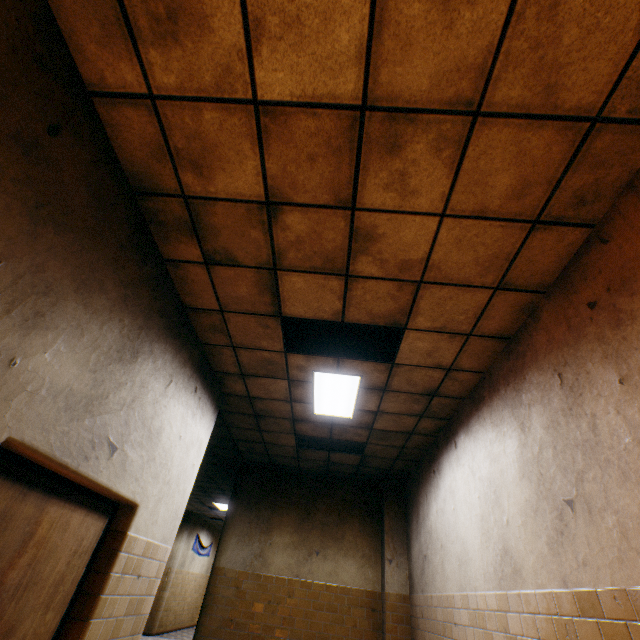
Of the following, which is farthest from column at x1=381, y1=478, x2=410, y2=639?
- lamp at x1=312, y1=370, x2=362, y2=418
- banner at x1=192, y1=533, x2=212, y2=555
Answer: banner at x1=192, y1=533, x2=212, y2=555

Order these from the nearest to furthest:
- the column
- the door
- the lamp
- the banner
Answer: the door
the lamp
the column
the banner

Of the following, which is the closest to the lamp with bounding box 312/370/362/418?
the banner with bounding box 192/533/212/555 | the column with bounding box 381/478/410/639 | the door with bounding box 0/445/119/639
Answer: the door with bounding box 0/445/119/639

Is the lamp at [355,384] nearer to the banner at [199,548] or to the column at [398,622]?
the column at [398,622]

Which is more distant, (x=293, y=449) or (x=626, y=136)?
(x=293, y=449)

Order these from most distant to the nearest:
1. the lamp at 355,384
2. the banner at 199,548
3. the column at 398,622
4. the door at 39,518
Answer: the banner at 199,548 < the column at 398,622 < the lamp at 355,384 < the door at 39,518

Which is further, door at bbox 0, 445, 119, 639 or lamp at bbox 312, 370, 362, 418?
lamp at bbox 312, 370, 362, 418

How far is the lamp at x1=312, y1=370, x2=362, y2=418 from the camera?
4.3m
